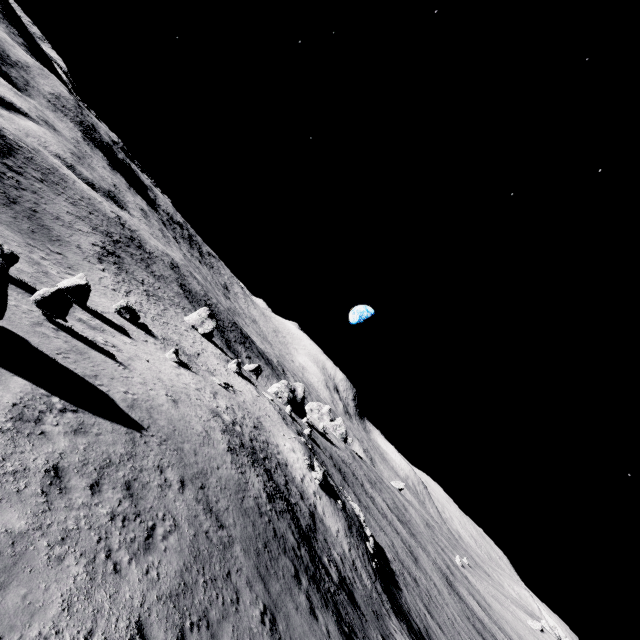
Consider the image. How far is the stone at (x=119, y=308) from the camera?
33.2m

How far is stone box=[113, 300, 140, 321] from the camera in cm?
3322

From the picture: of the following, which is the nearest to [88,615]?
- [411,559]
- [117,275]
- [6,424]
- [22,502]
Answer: [22,502]
